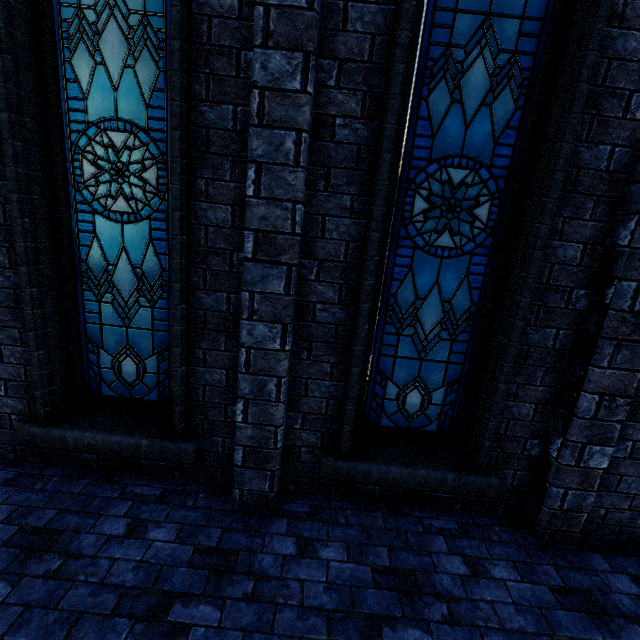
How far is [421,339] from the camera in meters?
3.2

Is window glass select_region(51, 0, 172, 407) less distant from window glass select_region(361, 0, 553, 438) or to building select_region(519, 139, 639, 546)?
building select_region(519, 139, 639, 546)

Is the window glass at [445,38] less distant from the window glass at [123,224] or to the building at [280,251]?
the building at [280,251]

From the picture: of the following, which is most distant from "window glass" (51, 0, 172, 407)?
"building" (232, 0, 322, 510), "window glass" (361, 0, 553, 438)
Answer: "window glass" (361, 0, 553, 438)
